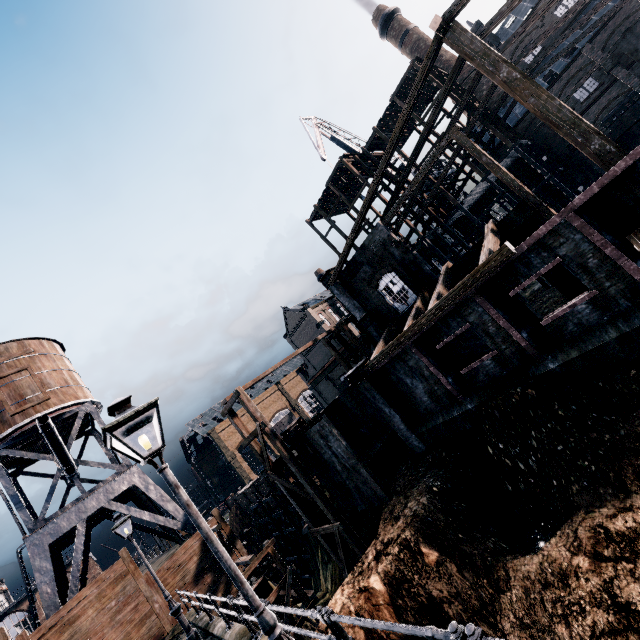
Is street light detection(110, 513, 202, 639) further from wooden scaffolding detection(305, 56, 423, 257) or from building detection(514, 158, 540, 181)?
wooden scaffolding detection(305, 56, 423, 257)

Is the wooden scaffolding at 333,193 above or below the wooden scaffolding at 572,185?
above

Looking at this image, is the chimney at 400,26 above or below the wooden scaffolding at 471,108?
above

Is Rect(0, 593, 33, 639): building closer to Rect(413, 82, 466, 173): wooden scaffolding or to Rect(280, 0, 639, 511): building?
Rect(280, 0, 639, 511): building

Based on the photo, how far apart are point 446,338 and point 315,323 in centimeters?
4422cm

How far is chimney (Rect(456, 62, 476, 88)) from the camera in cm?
4597

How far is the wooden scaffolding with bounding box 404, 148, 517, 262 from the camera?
28.6 meters
